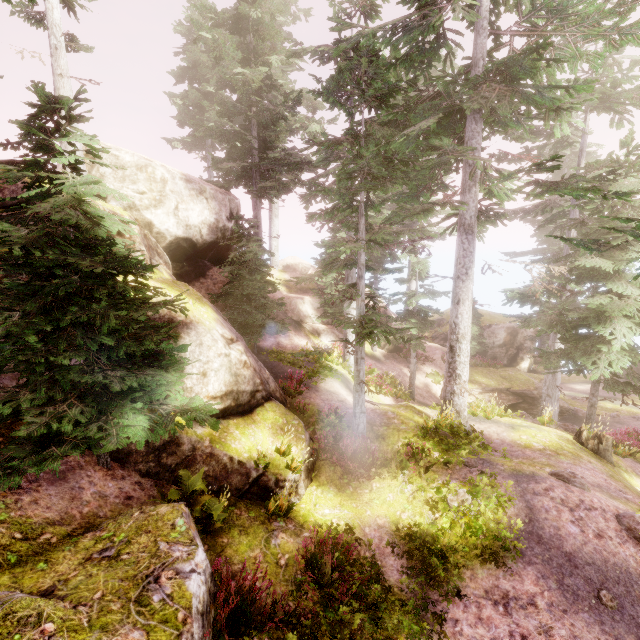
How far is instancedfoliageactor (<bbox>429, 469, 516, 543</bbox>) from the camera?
7.02m

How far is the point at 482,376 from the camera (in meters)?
23.16

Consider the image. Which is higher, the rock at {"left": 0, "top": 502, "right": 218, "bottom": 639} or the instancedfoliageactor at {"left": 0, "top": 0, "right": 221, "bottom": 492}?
the instancedfoliageactor at {"left": 0, "top": 0, "right": 221, "bottom": 492}

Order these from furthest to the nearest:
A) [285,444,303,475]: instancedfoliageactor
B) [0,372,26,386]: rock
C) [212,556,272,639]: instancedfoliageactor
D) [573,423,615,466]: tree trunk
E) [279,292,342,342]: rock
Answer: [279,292,342,342]: rock → [573,423,615,466]: tree trunk → [285,444,303,475]: instancedfoliageactor → [0,372,26,386]: rock → [212,556,272,639]: instancedfoliageactor

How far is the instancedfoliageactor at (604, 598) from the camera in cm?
569

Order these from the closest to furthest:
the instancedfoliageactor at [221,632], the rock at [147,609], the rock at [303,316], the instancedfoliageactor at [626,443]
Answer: the rock at [147,609]
the instancedfoliageactor at [221,632]
the instancedfoliageactor at [626,443]
the rock at [303,316]
